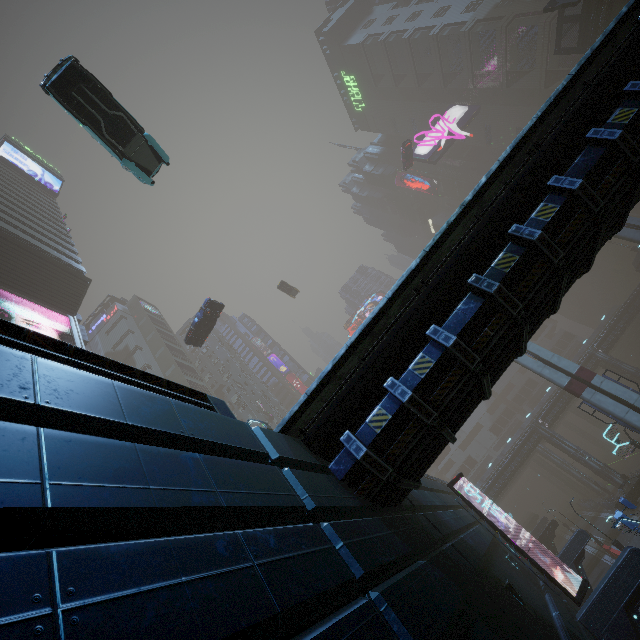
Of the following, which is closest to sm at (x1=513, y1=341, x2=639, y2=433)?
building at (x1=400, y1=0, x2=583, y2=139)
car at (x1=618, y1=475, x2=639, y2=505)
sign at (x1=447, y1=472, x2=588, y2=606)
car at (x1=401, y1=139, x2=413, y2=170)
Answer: Result: building at (x1=400, y1=0, x2=583, y2=139)

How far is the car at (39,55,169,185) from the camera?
10.9m

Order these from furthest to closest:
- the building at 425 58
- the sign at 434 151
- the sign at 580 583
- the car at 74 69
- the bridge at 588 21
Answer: the sign at 434 151 → the building at 425 58 → the bridge at 588 21 → the sign at 580 583 → the car at 74 69

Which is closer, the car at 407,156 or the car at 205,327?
the car at 205,327

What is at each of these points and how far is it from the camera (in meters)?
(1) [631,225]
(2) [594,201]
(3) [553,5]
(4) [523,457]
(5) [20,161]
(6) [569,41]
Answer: (1) sm, 27.03
(2) building, 6.31
(3) sign, 27.45
(4) building, 45.22
(5) sign, 51.78
(6) building, 43.47

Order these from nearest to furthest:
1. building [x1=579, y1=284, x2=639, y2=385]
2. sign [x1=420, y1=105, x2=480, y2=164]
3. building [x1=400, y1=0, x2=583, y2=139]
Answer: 1. building [x1=579, y1=284, x2=639, y2=385]
2. building [x1=400, y1=0, x2=583, y2=139]
3. sign [x1=420, y1=105, x2=480, y2=164]

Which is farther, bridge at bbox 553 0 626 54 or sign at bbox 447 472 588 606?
bridge at bbox 553 0 626 54

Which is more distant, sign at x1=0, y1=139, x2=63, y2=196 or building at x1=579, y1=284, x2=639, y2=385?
sign at x1=0, y1=139, x2=63, y2=196
